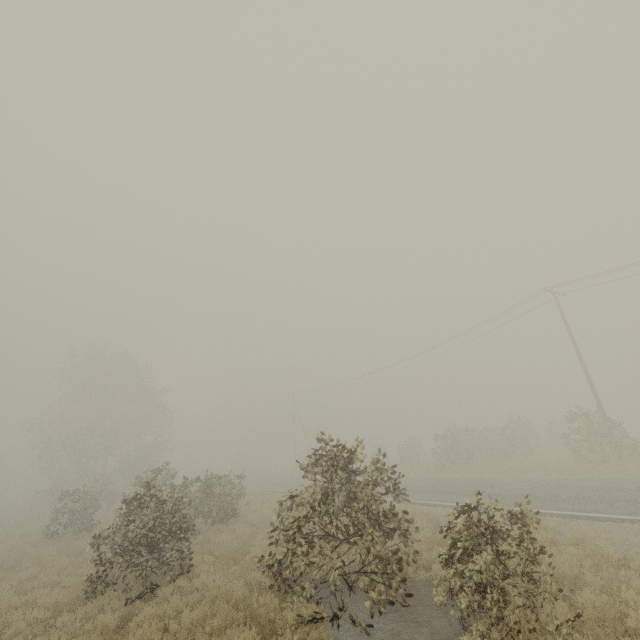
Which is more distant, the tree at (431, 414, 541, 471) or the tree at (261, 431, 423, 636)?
the tree at (431, 414, 541, 471)

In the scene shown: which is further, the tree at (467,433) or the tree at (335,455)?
the tree at (467,433)

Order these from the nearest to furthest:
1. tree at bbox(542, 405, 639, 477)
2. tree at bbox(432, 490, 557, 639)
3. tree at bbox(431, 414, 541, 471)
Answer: tree at bbox(432, 490, 557, 639) → tree at bbox(542, 405, 639, 477) → tree at bbox(431, 414, 541, 471)

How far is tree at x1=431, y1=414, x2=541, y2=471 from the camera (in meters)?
26.89

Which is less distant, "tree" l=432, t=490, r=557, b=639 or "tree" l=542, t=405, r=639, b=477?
"tree" l=432, t=490, r=557, b=639

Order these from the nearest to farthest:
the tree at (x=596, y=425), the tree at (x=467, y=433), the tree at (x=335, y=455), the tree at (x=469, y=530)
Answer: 1. the tree at (x=469, y=530)
2. the tree at (x=335, y=455)
3. the tree at (x=596, y=425)
4. the tree at (x=467, y=433)

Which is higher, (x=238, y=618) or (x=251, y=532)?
(x=251, y=532)
